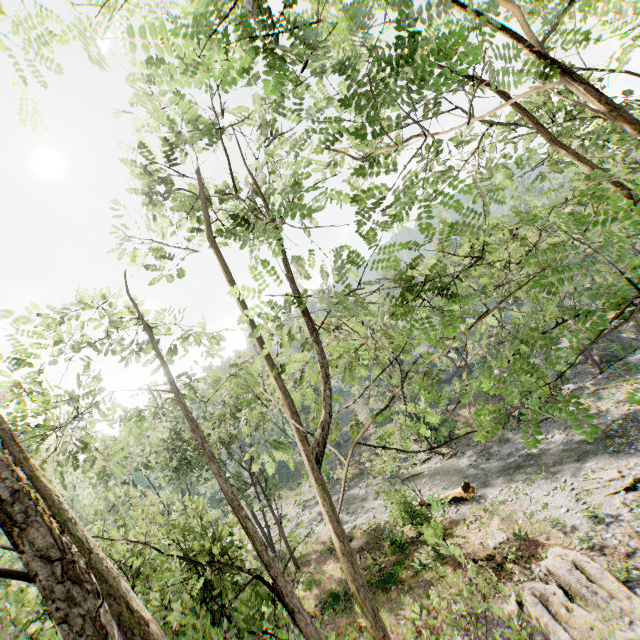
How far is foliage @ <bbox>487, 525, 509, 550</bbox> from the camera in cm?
1662

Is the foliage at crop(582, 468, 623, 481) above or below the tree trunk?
below

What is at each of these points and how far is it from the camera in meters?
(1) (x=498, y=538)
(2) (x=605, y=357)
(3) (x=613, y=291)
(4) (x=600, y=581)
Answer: (1) foliage, 17.2
(2) rock, 34.8
(3) foliage, 1.8
(4) foliage, 11.9

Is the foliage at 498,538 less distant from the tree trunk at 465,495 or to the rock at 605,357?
the tree trunk at 465,495

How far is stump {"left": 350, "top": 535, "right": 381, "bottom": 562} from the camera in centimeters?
2180cm

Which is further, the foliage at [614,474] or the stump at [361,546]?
the stump at [361,546]

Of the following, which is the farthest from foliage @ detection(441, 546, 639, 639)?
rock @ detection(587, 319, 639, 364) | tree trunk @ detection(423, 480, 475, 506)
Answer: rock @ detection(587, 319, 639, 364)
